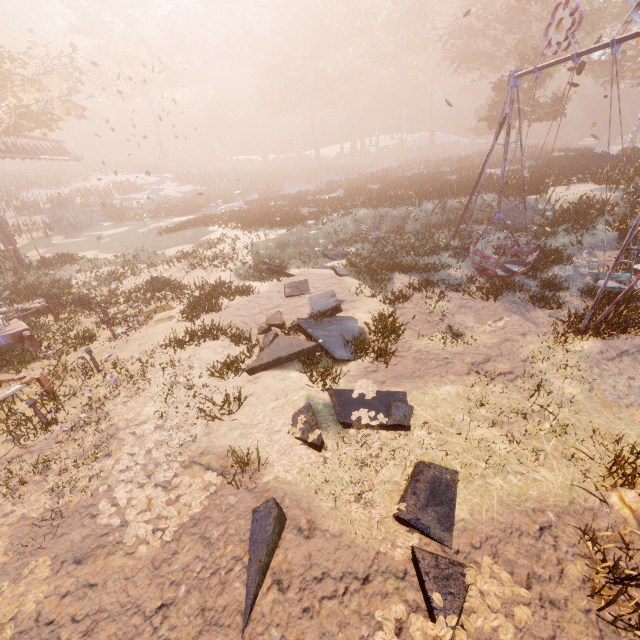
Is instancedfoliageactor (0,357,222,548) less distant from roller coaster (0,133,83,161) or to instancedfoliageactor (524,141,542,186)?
instancedfoliageactor (524,141,542,186)

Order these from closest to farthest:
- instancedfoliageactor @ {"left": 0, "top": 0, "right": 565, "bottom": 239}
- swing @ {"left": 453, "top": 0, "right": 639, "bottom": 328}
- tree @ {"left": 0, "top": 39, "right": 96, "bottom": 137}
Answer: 1. swing @ {"left": 453, "top": 0, "right": 639, "bottom": 328}
2. tree @ {"left": 0, "top": 39, "right": 96, "bottom": 137}
3. instancedfoliageactor @ {"left": 0, "top": 0, "right": 565, "bottom": 239}

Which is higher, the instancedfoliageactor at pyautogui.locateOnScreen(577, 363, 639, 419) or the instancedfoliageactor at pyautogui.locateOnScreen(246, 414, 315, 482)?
the instancedfoliageactor at pyautogui.locateOnScreen(246, 414, 315, 482)

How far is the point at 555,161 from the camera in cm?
2697

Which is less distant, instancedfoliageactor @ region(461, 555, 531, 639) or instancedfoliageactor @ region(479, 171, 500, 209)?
instancedfoliageactor @ region(461, 555, 531, 639)

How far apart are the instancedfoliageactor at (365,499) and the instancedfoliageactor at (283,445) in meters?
0.3

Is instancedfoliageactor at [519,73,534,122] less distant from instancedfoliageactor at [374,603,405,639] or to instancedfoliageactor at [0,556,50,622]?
instancedfoliageactor at [0,556,50,622]

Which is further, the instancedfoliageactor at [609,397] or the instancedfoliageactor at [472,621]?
the instancedfoliageactor at [609,397]
